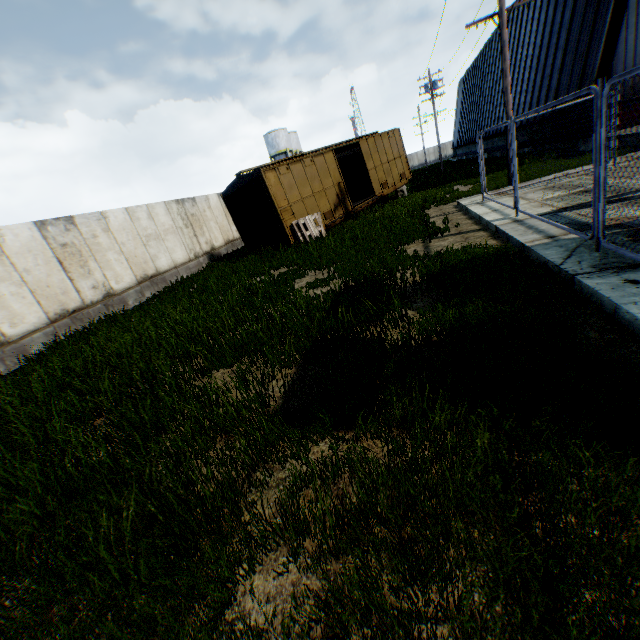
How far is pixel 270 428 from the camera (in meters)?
3.44

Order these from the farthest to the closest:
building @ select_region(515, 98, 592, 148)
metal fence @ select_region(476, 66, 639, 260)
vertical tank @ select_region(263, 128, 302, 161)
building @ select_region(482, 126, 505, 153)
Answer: vertical tank @ select_region(263, 128, 302, 161)
building @ select_region(482, 126, 505, 153)
building @ select_region(515, 98, 592, 148)
metal fence @ select_region(476, 66, 639, 260)

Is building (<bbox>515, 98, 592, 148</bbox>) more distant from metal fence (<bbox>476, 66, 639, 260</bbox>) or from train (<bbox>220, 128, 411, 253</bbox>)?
train (<bbox>220, 128, 411, 253</bbox>)

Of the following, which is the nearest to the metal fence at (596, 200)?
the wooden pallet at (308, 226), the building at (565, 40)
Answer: the building at (565, 40)

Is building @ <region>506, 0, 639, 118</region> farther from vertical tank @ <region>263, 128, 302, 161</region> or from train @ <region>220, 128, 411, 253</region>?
vertical tank @ <region>263, 128, 302, 161</region>

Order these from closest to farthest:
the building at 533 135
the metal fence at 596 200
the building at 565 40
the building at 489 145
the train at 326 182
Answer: the metal fence at 596 200
the train at 326 182
the building at 565 40
the building at 533 135
the building at 489 145

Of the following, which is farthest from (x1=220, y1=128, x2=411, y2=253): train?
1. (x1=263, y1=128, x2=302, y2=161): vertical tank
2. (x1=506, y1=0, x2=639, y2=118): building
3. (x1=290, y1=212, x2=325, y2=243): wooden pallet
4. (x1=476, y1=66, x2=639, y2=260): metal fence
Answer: (x1=263, y1=128, x2=302, y2=161): vertical tank

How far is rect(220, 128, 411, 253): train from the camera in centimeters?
1375cm
